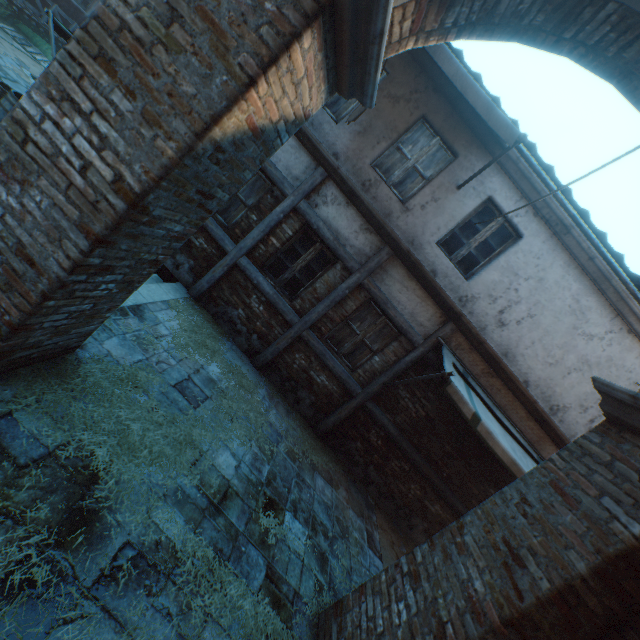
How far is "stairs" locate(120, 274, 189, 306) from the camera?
5.09m

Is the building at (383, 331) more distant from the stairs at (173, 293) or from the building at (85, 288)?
the stairs at (173, 293)

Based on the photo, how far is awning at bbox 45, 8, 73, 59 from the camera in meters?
7.0 m

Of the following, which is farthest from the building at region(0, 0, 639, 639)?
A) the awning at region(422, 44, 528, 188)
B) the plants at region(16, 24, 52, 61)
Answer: the plants at region(16, 24, 52, 61)

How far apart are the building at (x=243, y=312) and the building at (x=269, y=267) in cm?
24

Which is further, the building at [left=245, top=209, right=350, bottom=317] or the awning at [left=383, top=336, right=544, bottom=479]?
the building at [left=245, top=209, right=350, bottom=317]

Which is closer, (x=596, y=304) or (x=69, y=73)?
(x=69, y=73)

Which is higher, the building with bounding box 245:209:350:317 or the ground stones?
the building with bounding box 245:209:350:317
